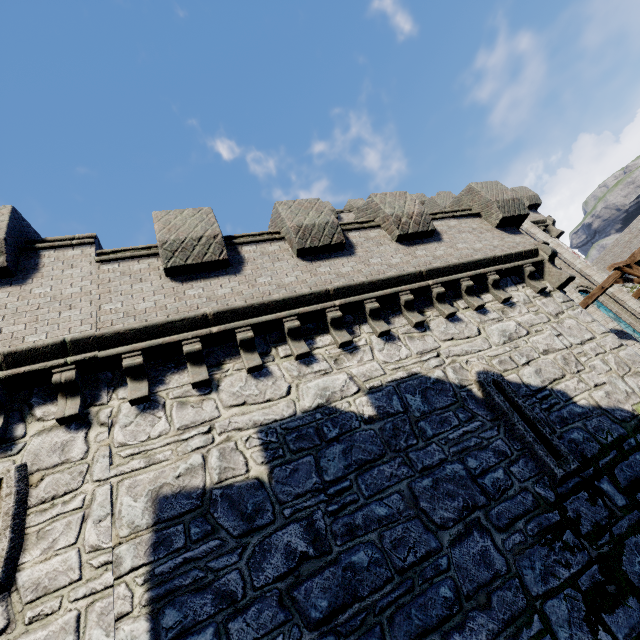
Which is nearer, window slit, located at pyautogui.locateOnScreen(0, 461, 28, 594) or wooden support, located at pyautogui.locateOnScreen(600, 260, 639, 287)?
window slit, located at pyautogui.locateOnScreen(0, 461, 28, 594)

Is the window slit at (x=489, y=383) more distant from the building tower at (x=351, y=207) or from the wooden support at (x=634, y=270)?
the wooden support at (x=634, y=270)

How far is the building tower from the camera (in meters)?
23.48

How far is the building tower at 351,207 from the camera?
23.5m

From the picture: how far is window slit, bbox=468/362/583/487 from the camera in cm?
578

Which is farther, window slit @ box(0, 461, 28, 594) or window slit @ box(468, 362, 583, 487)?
window slit @ box(468, 362, 583, 487)

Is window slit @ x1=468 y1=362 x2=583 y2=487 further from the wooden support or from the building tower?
the wooden support

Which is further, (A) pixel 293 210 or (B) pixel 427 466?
(A) pixel 293 210
